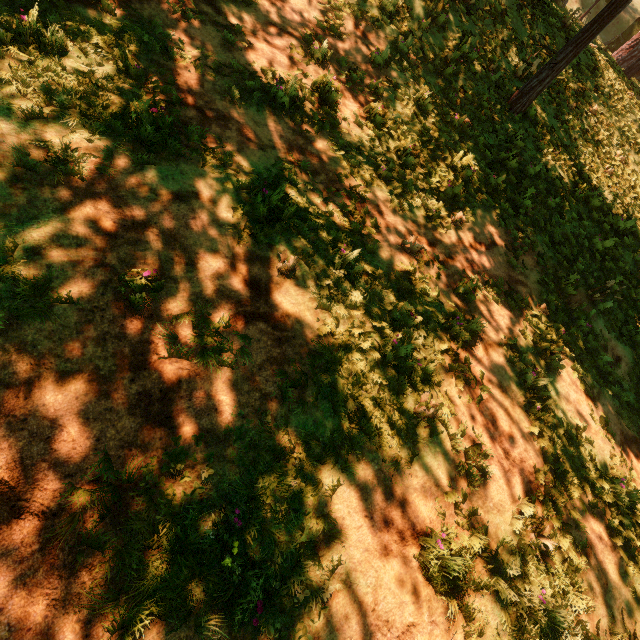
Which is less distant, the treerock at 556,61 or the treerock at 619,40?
the treerock at 556,61

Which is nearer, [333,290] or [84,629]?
[84,629]

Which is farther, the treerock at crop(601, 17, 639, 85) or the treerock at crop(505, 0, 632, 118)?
the treerock at crop(601, 17, 639, 85)
